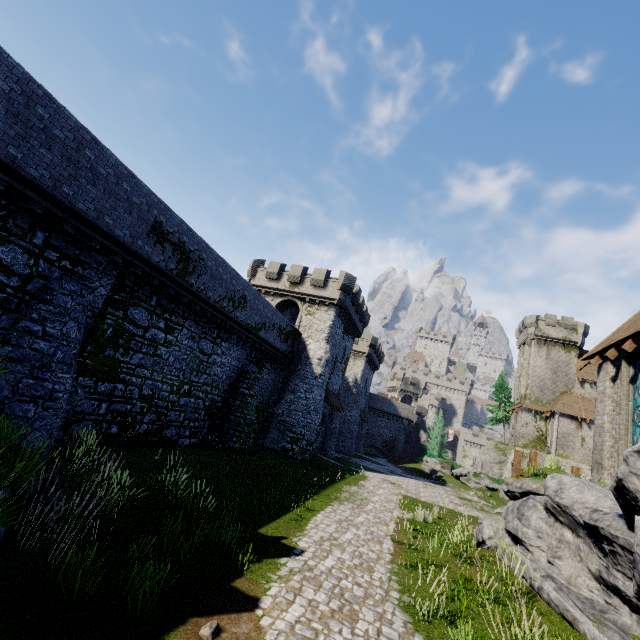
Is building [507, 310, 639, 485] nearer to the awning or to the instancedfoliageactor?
the awning

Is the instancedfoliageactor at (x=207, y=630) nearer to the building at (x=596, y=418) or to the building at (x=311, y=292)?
the building at (x=311, y=292)

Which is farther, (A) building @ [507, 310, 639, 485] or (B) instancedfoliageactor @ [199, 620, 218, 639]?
(A) building @ [507, 310, 639, 485]

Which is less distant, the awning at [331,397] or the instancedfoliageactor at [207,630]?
the instancedfoliageactor at [207,630]

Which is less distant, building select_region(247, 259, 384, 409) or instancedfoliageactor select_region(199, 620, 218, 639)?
instancedfoliageactor select_region(199, 620, 218, 639)

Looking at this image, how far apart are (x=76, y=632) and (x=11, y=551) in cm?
209

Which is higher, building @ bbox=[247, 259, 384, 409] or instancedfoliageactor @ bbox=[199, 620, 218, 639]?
building @ bbox=[247, 259, 384, 409]

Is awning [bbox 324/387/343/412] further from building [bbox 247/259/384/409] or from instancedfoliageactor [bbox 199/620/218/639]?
instancedfoliageactor [bbox 199/620/218/639]
